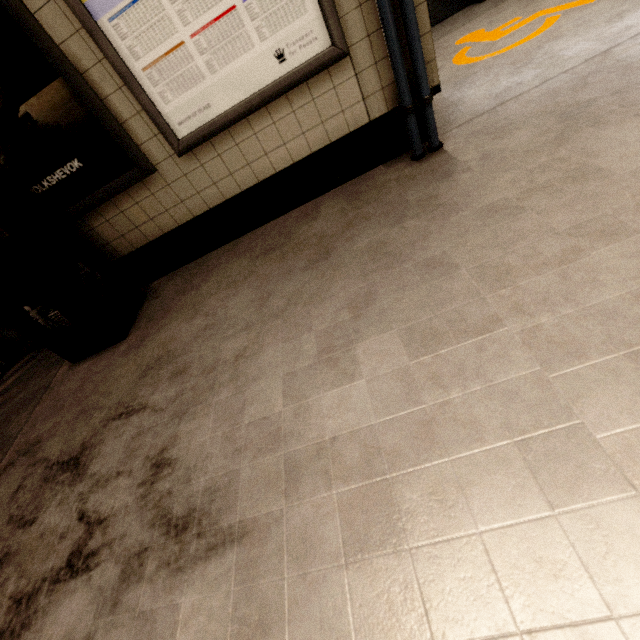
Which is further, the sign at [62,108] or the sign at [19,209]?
the sign at [19,209]

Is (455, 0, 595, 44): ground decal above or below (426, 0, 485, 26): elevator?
below

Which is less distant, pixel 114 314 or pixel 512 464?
pixel 512 464

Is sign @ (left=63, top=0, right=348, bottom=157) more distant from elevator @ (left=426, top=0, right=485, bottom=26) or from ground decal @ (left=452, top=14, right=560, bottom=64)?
elevator @ (left=426, top=0, right=485, bottom=26)

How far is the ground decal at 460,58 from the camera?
2.9m

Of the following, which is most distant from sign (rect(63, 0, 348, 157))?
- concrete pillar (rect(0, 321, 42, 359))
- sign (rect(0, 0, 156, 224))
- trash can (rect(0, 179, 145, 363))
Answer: concrete pillar (rect(0, 321, 42, 359))

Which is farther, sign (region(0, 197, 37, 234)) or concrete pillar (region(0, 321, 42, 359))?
concrete pillar (region(0, 321, 42, 359))

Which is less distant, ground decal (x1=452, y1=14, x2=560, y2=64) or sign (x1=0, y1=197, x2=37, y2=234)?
sign (x1=0, y1=197, x2=37, y2=234)
